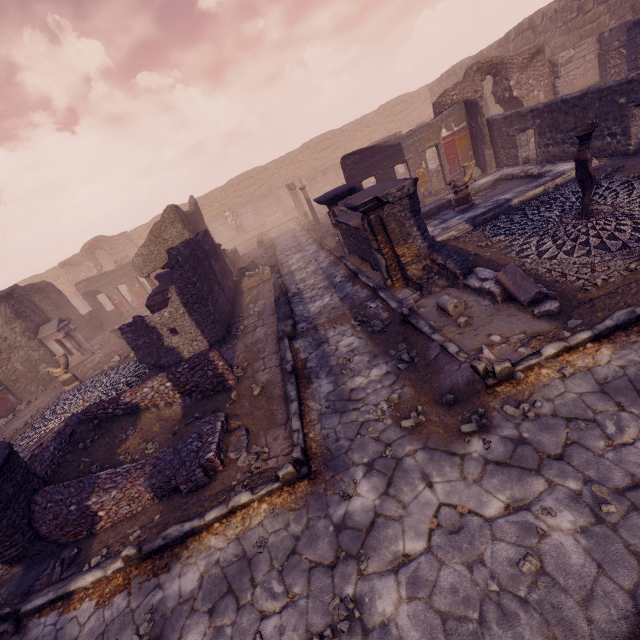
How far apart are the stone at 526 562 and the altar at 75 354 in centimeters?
1694cm

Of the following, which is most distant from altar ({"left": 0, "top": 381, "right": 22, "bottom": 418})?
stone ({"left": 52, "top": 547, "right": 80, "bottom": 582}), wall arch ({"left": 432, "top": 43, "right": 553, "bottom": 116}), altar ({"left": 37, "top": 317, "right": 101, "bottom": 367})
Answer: wall arch ({"left": 432, "top": 43, "right": 553, "bottom": 116})

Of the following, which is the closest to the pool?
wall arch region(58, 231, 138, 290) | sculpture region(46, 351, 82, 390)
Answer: sculpture region(46, 351, 82, 390)

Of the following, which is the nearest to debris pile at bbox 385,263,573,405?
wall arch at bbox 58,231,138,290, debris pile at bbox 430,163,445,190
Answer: debris pile at bbox 430,163,445,190

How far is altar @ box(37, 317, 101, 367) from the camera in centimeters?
1392cm

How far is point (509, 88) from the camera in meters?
14.0 m

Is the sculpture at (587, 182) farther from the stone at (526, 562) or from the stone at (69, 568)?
the stone at (69, 568)

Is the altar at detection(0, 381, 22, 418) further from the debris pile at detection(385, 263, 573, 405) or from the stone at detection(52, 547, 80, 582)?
the debris pile at detection(385, 263, 573, 405)
